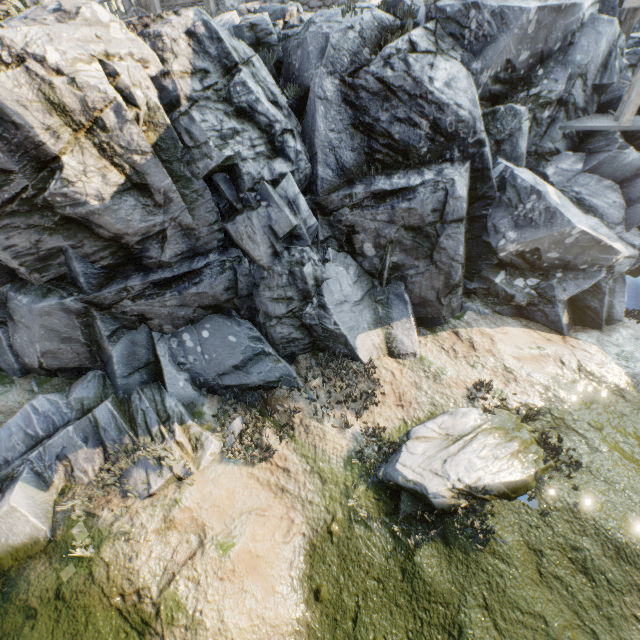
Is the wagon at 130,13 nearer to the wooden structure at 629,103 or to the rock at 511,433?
the rock at 511,433

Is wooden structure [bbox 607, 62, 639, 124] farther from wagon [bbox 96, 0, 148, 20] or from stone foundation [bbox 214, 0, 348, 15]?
wagon [bbox 96, 0, 148, 20]

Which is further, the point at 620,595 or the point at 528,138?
the point at 528,138

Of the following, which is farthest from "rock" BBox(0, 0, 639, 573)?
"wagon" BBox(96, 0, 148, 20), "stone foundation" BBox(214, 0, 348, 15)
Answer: "wagon" BBox(96, 0, 148, 20)

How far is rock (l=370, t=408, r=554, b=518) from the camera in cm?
698

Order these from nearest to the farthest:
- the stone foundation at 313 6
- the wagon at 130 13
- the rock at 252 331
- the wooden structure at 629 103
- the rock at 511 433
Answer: the rock at 252 331 → the rock at 511 433 → the wooden structure at 629 103 → the stone foundation at 313 6 → the wagon at 130 13

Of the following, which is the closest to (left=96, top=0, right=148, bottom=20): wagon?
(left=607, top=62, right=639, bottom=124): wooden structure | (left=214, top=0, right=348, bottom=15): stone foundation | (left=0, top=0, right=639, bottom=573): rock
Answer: (left=214, top=0, right=348, bottom=15): stone foundation
